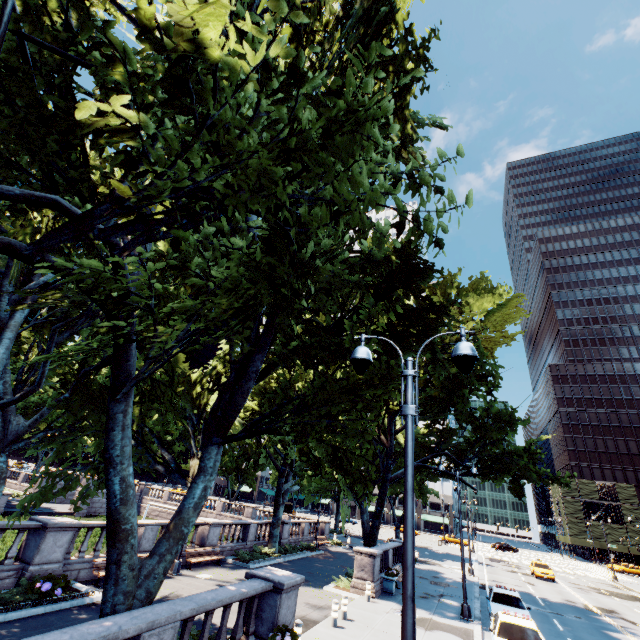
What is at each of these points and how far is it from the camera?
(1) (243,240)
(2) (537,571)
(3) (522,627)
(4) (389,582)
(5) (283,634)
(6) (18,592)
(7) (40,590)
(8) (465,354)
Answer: (1) tree, 5.22m
(2) vehicle, 34.50m
(3) vehicle, 12.27m
(4) planter, 18.98m
(5) plant, 8.79m
(6) bush, 11.05m
(7) plant, 11.18m
(8) light, 5.40m

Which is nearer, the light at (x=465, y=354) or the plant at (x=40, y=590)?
the light at (x=465, y=354)

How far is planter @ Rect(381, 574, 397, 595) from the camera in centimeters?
1880cm

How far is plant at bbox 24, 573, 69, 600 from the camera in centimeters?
1112cm

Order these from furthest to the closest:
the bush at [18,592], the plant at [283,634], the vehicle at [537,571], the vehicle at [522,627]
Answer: the vehicle at [537,571] → the vehicle at [522,627] → the bush at [18,592] → the plant at [283,634]

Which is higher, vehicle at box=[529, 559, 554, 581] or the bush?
vehicle at box=[529, 559, 554, 581]

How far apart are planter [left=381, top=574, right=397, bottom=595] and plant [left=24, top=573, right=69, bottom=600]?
15.9m

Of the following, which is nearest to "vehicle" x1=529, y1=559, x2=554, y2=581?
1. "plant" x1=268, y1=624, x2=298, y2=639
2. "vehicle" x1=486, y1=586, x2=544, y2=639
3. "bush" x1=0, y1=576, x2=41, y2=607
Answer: "vehicle" x1=486, y1=586, x2=544, y2=639
